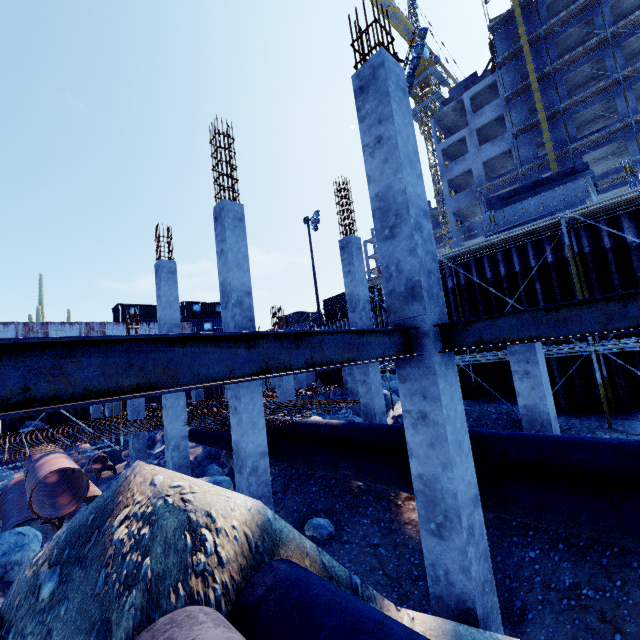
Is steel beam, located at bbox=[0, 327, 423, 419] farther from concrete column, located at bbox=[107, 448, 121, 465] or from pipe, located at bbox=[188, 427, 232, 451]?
concrete column, located at bbox=[107, 448, 121, 465]

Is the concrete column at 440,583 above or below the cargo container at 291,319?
below

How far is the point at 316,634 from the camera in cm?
230

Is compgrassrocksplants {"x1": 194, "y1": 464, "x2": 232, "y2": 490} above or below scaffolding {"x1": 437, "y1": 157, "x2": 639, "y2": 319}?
→ below

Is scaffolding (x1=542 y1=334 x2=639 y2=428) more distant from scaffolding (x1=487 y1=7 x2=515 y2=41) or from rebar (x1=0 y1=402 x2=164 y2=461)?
scaffolding (x1=487 y1=7 x2=515 y2=41)

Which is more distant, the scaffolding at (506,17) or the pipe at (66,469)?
the scaffolding at (506,17)

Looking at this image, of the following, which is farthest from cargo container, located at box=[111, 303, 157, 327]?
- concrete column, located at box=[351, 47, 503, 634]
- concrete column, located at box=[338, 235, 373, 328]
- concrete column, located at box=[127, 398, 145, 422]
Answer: concrete column, located at box=[351, 47, 503, 634]

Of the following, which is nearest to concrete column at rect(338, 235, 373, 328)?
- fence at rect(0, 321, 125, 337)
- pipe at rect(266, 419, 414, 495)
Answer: pipe at rect(266, 419, 414, 495)
